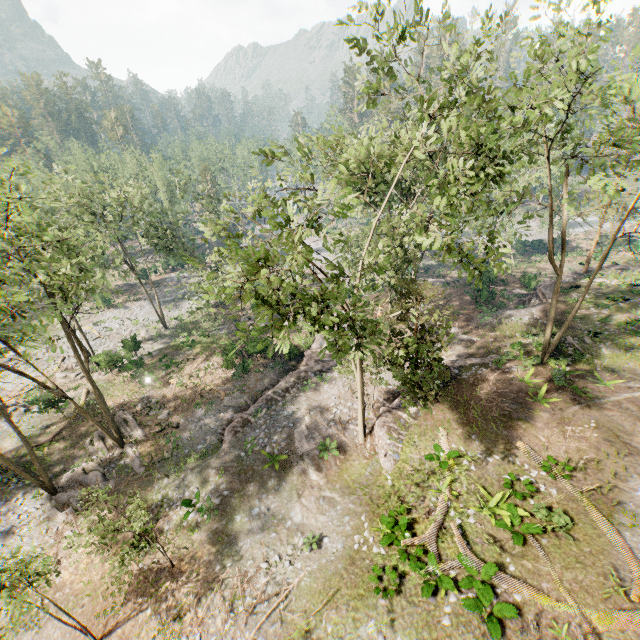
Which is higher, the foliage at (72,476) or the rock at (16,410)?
the foliage at (72,476)

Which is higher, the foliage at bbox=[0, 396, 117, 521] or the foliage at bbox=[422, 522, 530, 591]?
the foliage at bbox=[422, 522, 530, 591]

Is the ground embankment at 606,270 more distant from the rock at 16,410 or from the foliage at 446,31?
the rock at 16,410

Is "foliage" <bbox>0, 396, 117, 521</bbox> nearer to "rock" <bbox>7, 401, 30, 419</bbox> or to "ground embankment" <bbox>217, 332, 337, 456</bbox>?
"rock" <bbox>7, 401, 30, 419</bbox>

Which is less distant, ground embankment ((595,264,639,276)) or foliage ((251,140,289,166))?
foliage ((251,140,289,166))

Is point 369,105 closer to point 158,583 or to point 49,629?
point 158,583

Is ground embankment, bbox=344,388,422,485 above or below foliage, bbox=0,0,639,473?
below

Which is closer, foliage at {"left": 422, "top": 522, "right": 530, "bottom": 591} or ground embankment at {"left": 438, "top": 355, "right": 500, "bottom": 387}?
foliage at {"left": 422, "top": 522, "right": 530, "bottom": 591}
